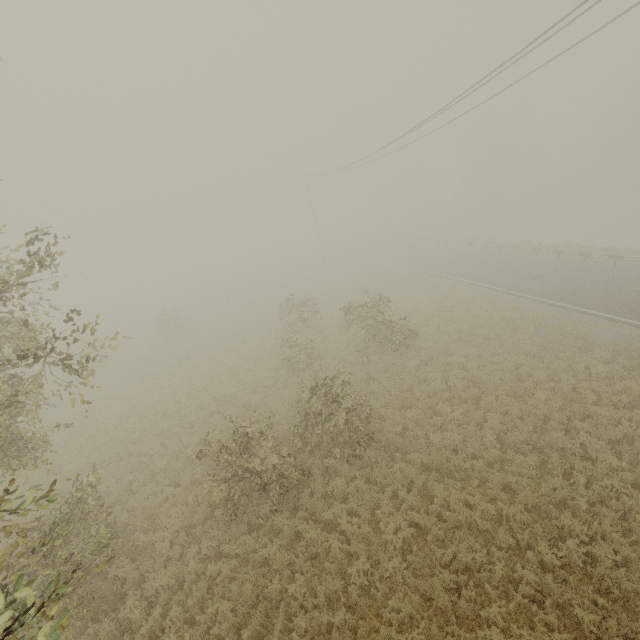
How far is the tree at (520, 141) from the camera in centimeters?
4697cm

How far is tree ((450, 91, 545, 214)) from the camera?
46.97m

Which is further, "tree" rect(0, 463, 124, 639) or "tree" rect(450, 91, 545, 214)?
"tree" rect(450, 91, 545, 214)

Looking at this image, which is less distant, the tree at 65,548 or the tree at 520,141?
the tree at 65,548

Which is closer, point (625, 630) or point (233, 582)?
point (625, 630)
